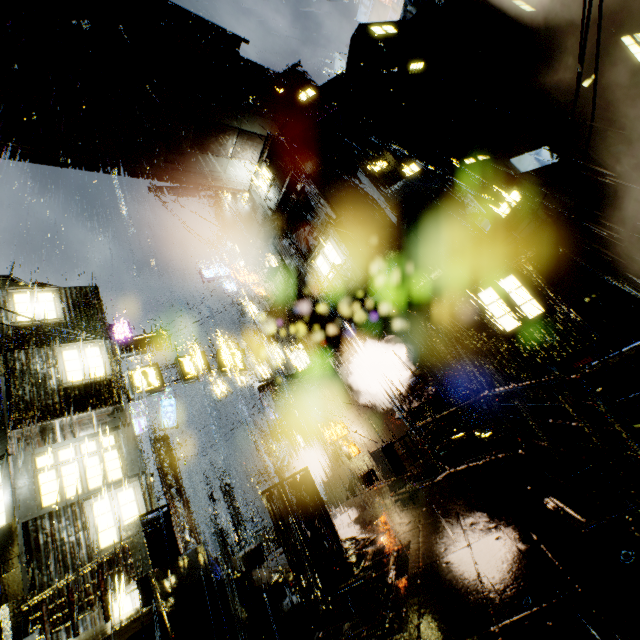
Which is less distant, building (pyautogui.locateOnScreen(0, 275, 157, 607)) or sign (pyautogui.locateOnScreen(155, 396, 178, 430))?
building (pyautogui.locateOnScreen(0, 275, 157, 607))

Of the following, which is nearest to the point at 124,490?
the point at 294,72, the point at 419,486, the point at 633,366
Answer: the point at 419,486

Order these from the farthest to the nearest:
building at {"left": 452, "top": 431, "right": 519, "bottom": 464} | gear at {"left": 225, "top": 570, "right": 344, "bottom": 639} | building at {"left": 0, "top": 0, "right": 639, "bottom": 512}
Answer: building at {"left": 0, "top": 0, "right": 639, "bottom": 512} < building at {"left": 452, "top": 431, "right": 519, "bottom": 464} < gear at {"left": 225, "top": 570, "right": 344, "bottom": 639}

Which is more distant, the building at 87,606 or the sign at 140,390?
the sign at 140,390

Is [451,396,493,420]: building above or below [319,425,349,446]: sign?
below

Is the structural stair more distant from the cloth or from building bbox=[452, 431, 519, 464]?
the cloth

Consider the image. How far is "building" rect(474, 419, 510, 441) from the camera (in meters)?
13.45

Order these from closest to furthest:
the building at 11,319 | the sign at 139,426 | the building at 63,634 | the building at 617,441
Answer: the building at 63,634 → the building at 11,319 → the building at 617,441 → the sign at 139,426
